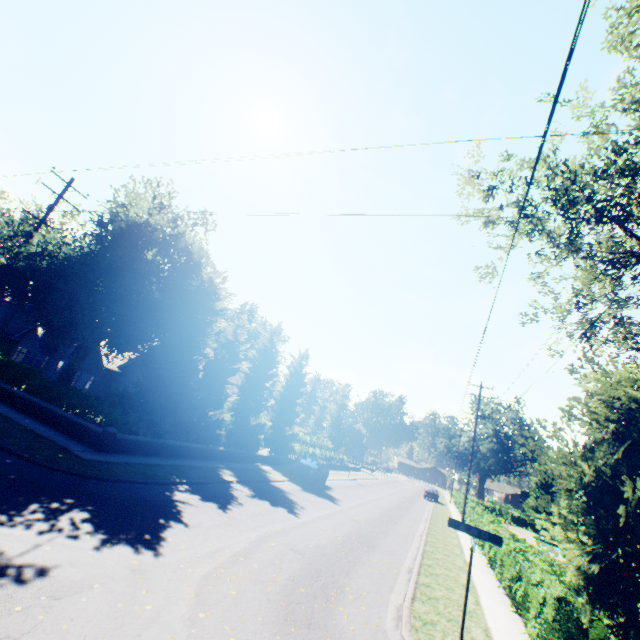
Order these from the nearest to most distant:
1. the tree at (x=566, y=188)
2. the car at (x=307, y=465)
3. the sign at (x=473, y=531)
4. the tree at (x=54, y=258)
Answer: the sign at (x=473, y=531)
the tree at (x=566, y=188)
the tree at (x=54, y=258)
the car at (x=307, y=465)

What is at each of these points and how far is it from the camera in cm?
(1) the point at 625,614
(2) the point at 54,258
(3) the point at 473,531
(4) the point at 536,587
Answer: (1) tree, 475
(2) tree, 1611
(3) sign, 636
(4) hedge, 947

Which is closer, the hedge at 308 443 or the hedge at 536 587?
the hedge at 536 587

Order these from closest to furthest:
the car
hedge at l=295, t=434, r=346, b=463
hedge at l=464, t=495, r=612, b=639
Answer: hedge at l=464, t=495, r=612, b=639 < the car < hedge at l=295, t=434, r=346, b=463

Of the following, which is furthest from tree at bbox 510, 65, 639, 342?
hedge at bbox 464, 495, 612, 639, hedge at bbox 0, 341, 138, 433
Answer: hedge at bbox 464, 495, 612, 639

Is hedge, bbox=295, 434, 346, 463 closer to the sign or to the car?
the car

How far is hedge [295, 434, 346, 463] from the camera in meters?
34.0

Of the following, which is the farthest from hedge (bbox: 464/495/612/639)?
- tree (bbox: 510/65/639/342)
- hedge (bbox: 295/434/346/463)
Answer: hedge (bbox: 295/434/346/463)
